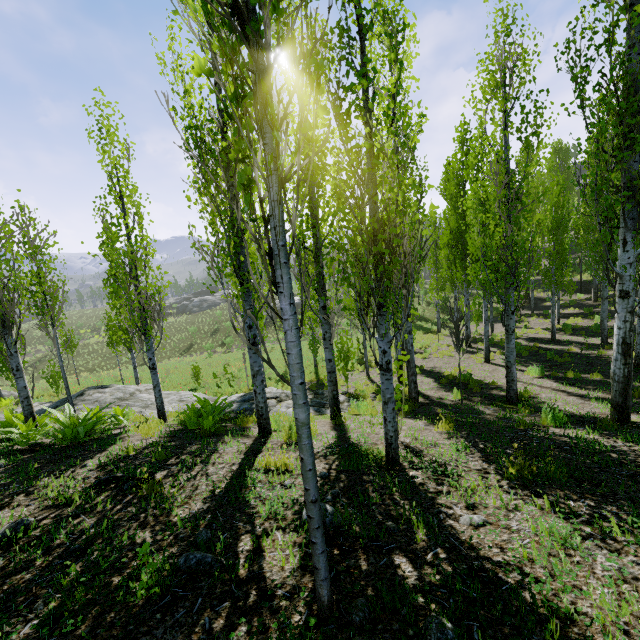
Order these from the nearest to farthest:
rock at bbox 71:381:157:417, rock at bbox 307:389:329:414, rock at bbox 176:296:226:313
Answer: rock at bbox 307:389:329:414 → rock at bbox 71:381:157:417 → rock at bbox 176:296:226:313

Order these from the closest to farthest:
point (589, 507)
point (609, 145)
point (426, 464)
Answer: point (589, 507)
point (426, 464)
point (609, 145)

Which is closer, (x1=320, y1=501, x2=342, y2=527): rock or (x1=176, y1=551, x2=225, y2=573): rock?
(x1=176, y1=551, x2=225, y2=573): rock

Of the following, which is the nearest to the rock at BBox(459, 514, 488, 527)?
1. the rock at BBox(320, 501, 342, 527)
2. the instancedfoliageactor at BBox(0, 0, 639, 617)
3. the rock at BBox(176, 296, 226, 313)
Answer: the instancedfoliageactor at BBox(0, 0, 639, 617)

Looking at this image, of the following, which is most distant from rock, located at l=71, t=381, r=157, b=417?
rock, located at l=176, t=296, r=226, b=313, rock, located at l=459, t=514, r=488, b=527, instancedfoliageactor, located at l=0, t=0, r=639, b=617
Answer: rock, located at l=176, t=296, r=226, b=313

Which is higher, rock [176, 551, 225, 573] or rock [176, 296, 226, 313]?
rock [176, 551, 225, 573]

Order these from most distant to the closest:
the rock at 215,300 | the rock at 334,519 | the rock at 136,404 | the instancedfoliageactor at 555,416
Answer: the rock at 215,300 → the rock at 136,404 → the instancedfoliageactor at 555,416 → the rock at 334,519

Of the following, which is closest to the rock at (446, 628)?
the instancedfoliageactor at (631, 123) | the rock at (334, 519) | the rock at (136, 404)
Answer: the instancedfoliageactor at (631, 123)
